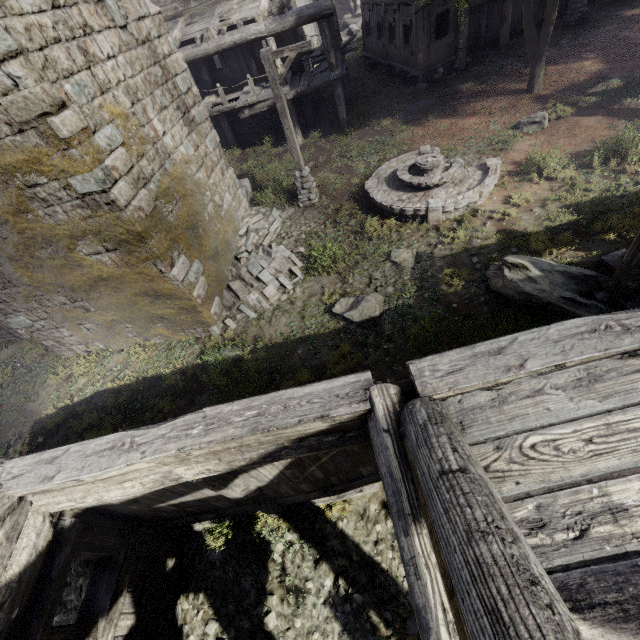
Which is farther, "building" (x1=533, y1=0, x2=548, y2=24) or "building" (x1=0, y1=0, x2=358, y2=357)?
"building" (x1=533, y1=0, x2=548, y2=24)

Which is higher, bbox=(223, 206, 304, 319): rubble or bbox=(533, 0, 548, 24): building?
bbox=(533, 0, 548, 24): building

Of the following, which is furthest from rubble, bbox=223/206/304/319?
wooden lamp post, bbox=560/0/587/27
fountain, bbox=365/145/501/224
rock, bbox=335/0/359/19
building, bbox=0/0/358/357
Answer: rock, bbox=335/0/359/19

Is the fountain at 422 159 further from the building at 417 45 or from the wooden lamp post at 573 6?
the wooden lamp post at 573 6

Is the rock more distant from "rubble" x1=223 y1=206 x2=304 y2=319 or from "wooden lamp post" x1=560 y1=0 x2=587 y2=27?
"rubble" x1=223 y1=206 x2=304 y2=319

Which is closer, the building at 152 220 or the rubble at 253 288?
the building at 152 220

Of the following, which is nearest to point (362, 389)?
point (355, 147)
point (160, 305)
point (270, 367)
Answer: point (270, 367)
